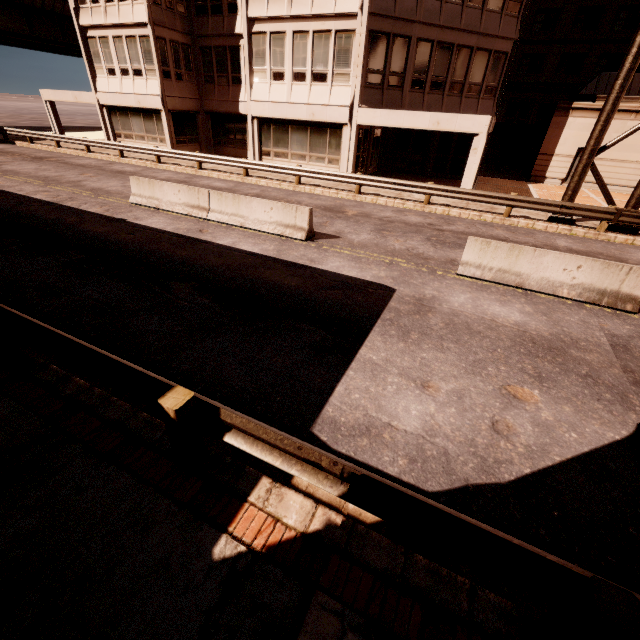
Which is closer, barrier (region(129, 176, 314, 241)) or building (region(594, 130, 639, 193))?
barrier (region(129, 176, 314, 241))

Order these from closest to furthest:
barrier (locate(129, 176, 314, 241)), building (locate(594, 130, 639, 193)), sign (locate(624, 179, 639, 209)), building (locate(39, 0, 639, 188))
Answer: barrier (locate(129, 176, 314, 241))
sign (locate(624, 179, 639, 209))
building (locate(39, 0, 639, 188))
building (locate(594, 130, 639, 193))

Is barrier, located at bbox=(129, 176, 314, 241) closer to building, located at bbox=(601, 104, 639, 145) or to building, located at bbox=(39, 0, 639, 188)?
building, located at bbox=(39, 0, 639, 188)

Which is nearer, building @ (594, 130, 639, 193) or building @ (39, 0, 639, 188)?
building @ (39, 0, 639, 188)

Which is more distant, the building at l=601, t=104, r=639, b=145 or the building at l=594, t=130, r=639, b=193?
the building at l=594, t=130, r=639, b=193

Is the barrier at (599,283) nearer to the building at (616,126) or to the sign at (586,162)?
the sign at (586,162)

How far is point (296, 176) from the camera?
17.41m

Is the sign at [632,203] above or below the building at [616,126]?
below
